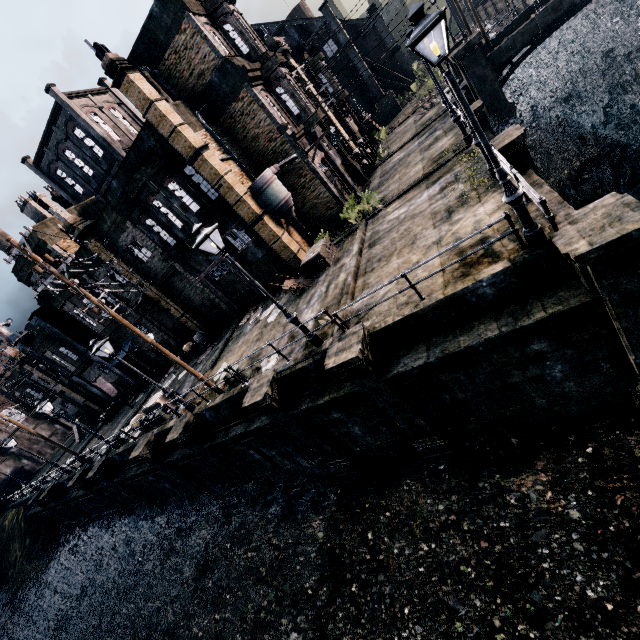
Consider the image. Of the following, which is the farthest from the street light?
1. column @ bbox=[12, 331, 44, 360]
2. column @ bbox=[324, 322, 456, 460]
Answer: column @ bbox=[12, 331, 44, 360]

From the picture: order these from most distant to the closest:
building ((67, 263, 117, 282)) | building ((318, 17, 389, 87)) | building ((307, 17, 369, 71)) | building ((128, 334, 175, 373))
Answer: building ((318, 17, 389, 87)) < building ((307, 17, 369, 71)) < building ((128, 334, 175, 373)) < building ((67, 263, 117, 282))

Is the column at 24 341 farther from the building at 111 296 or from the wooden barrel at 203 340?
the wooden barrel at 203 340

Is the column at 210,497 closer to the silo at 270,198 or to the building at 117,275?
the building at 117,275

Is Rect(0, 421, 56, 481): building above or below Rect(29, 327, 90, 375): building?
below

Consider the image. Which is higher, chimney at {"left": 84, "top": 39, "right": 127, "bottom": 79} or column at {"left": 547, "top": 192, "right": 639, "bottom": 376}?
chimney at {"left": 84, "top": 39, "right": 127, "bottom": 79}

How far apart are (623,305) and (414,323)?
4.9 meters

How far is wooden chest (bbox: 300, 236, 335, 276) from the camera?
18.4 meters
